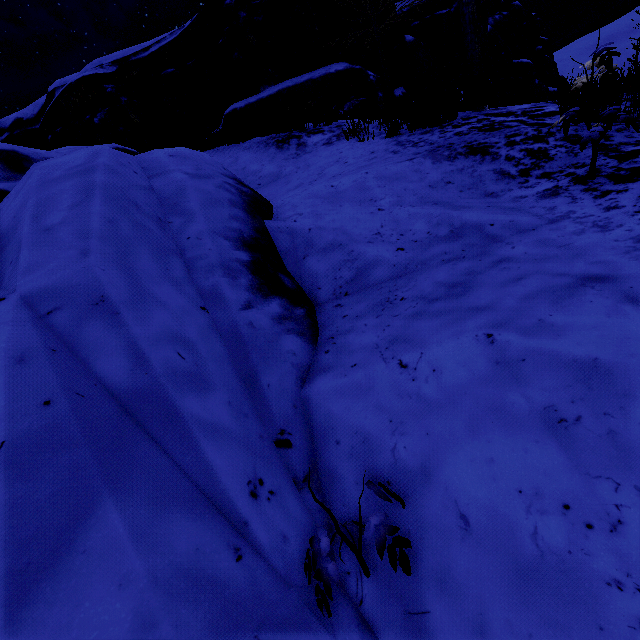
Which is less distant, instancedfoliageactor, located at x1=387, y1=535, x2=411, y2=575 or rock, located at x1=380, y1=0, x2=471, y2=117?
instancedfoliageactor, located at x1=387, y1=535, x2=411, y2=575

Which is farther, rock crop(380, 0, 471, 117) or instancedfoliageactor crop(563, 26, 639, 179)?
rock crop(380, 0, 471, 117)

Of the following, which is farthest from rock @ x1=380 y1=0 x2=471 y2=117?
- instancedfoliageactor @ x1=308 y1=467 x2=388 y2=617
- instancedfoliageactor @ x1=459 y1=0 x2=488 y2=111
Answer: instancedfoliageactor @ x1=459 y1=0 x2=488 y2=111

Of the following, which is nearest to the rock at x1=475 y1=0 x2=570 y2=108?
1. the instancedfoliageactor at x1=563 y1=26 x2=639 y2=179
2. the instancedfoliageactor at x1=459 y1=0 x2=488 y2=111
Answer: the instancedfoliageactor at x1=563 y1=26 x2=639 y2=179

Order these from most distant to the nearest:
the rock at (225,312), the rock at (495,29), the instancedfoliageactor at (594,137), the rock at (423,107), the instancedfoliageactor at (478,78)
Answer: the rock at (495,29)
the rock at (423,107)
the instancedfoliageactor at (478,78)
the instancedfoliageactor at (594,137)
the rock at (225,312)

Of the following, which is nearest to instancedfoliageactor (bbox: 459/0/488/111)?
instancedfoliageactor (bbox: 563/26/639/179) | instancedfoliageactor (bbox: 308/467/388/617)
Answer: instancedfoliageactor (bbox: 563/26/639/179)

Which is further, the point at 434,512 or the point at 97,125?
the point at 97,125

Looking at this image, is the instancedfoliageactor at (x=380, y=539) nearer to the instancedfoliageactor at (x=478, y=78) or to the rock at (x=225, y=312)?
the rock at (x=225, y=312)
